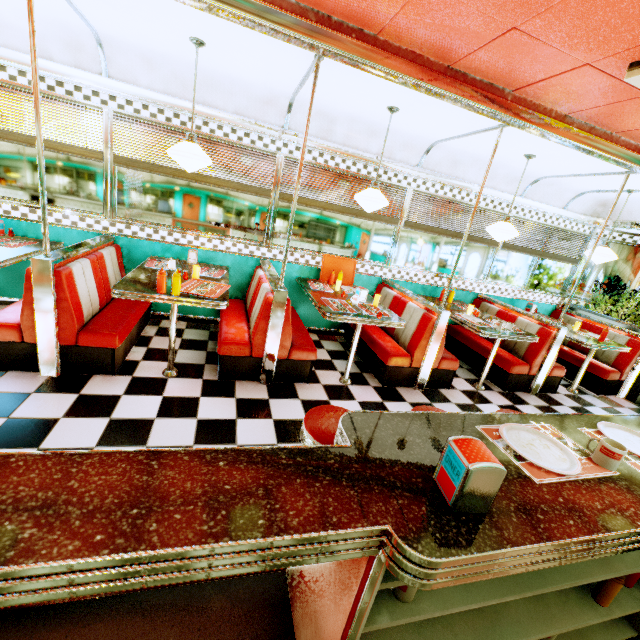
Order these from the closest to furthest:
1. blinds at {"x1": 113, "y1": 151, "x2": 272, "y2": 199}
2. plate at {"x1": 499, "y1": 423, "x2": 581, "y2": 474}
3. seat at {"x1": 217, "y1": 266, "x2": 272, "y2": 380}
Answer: plate at {"x1": 499, "y1": 423, "x2": 581, "y2": 474}, seat at {"x1": 217, "y1": 266, "x2": 272, "y2": 380}, blinds at {"x1": 113, "y1": 151, "x2": 272, "y2": 199}

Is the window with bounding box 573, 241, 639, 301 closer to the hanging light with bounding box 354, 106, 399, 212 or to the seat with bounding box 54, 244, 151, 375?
the hanging light with bounding box 354, 106, 399, 212

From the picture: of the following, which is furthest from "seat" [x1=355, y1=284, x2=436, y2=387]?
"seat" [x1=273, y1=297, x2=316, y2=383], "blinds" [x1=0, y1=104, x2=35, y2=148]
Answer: "blinds" [x1=0, y1=104, x2=35, y2=148]

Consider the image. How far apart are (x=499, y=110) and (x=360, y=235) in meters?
2.4

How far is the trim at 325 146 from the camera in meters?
4.2

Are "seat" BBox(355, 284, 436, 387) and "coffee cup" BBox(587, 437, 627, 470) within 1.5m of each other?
no

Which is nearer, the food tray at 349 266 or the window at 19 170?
the window at 19 170

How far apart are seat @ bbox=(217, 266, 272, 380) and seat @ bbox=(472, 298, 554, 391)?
3.5 meters
